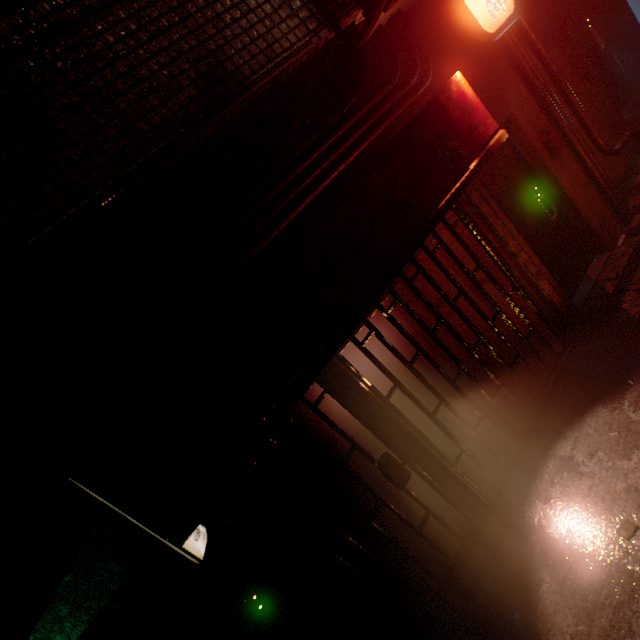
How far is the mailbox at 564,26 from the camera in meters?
3.8 m

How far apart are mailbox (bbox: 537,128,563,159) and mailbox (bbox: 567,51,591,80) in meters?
1.1

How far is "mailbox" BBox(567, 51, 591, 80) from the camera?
3.9 meters

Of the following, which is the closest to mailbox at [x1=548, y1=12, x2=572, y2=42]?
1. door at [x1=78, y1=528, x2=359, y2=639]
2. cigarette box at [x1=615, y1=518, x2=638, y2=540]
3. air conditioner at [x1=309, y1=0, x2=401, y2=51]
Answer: air conditioner at [x1=309, y1=0, x2=401, y2=51]

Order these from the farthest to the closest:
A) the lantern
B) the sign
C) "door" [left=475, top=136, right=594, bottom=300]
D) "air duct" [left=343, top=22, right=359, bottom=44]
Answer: "door" [left=475, top=136, right=594, bottom=300]
the lantern
"air duct" [left=343, top=22, right=359, bottom=44]
the sign

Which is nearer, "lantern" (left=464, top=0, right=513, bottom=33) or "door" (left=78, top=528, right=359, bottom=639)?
"door" (left=78, top=528, right=359, bottom=639)

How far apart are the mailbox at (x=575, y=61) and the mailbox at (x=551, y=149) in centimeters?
110cm

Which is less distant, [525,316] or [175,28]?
[175,28]
